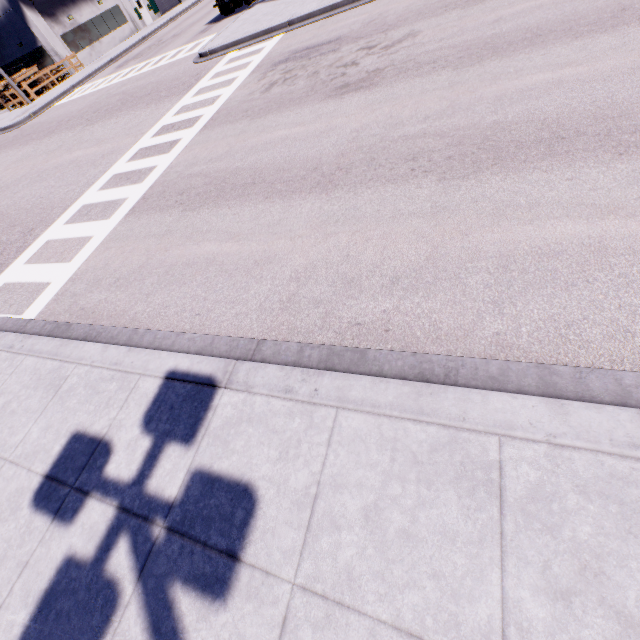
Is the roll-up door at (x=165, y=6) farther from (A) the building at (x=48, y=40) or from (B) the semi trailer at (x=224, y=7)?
(B) the semi trailer at (x=224, y=7)

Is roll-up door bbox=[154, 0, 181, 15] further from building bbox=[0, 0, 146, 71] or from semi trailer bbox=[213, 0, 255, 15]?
semi trailer bbox=[213, 0, 255, 15]

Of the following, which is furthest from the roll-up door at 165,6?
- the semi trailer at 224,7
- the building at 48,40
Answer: the semi trailer at 224,7

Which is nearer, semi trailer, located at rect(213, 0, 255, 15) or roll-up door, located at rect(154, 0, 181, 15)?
semi trailer, located at rect(213, 0, 255, 15)

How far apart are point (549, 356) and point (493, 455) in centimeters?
112cm

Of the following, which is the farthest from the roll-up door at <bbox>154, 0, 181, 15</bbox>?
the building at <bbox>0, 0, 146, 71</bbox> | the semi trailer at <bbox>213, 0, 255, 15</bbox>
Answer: the semi trailer at <bbox>213, 0, 255, 15</bbox>

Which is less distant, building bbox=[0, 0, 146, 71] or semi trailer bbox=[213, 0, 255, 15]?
semi trailer bbox=[213, 0, 255, 15]

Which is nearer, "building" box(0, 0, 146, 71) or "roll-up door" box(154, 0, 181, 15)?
"building" box(0, 0, 146, 71)
